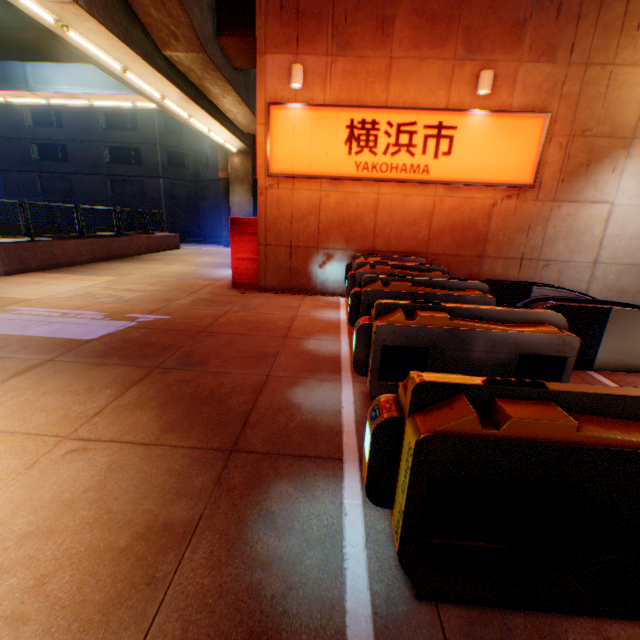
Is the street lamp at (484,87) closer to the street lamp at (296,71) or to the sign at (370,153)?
the sign at (370,153)

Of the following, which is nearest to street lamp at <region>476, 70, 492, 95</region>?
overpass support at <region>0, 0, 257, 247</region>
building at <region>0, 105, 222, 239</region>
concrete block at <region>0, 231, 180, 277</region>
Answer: overpass support at <region>0, 0, 257, 247</region>

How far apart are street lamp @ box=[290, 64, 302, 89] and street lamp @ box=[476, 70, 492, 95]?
4.1m

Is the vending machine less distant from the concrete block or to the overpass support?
the overpass support

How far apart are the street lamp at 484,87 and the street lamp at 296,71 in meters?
4.1

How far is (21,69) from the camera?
16.0m

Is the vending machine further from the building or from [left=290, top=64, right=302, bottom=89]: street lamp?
the building

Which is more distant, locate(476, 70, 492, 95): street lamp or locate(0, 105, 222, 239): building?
locate(0, 105, 222, 239): building
